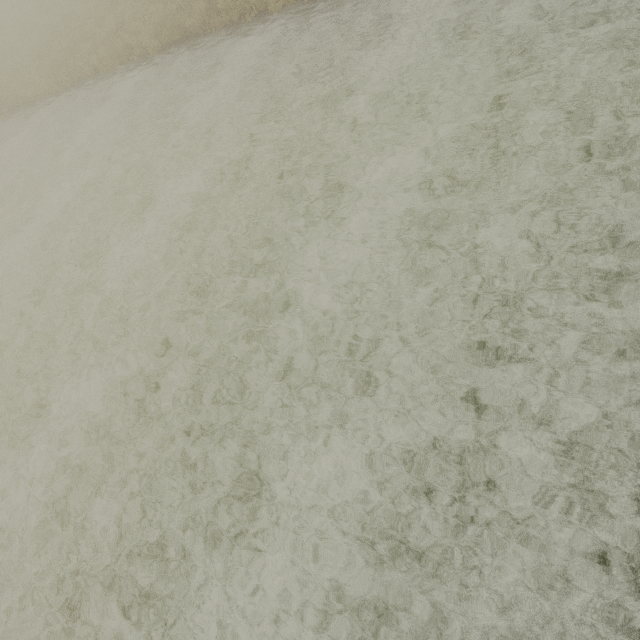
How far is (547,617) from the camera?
3.2 meters
